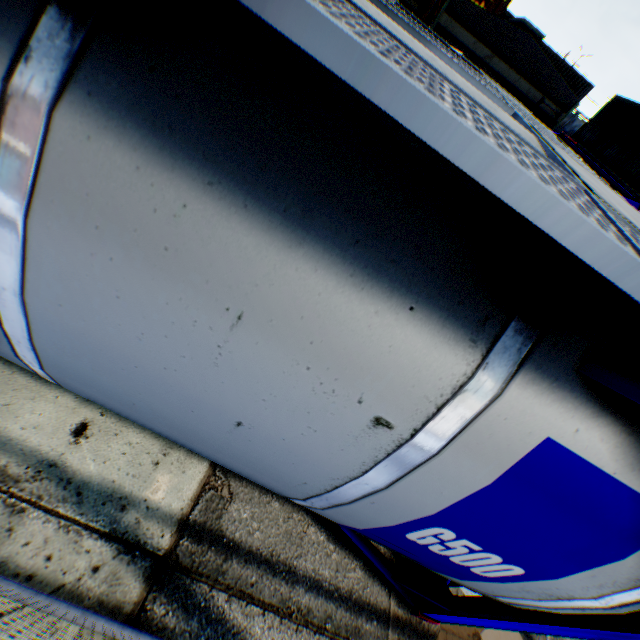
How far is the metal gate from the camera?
56.5m

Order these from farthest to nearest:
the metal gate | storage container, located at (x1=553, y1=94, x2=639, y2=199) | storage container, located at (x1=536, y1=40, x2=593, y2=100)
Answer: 1. the metal gate
2. storage container, located at (x1=536, y1=40, x2=593, y2=100)
3. storage container, located at (x1=553, y1=94, x2=639, y2=199)

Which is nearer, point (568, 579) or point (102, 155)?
point (102, 155)

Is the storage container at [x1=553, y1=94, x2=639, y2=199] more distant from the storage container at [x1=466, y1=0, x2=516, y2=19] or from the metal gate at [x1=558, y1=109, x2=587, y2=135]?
the metal gate at [x1=558, y1=109, x2=587, y2=135]

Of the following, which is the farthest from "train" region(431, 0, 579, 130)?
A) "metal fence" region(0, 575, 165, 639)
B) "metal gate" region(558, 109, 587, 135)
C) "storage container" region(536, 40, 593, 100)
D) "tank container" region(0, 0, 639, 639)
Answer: "metal gate" region(558, 109, 587, 135)

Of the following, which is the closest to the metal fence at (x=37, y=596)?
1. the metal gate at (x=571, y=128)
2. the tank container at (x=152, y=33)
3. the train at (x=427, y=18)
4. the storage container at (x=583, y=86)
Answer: the tank container at (x=152, y=33)

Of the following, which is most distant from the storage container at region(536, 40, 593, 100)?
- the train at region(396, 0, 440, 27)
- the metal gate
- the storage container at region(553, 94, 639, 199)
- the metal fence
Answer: the metal gate

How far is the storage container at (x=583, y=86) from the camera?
24.11m
